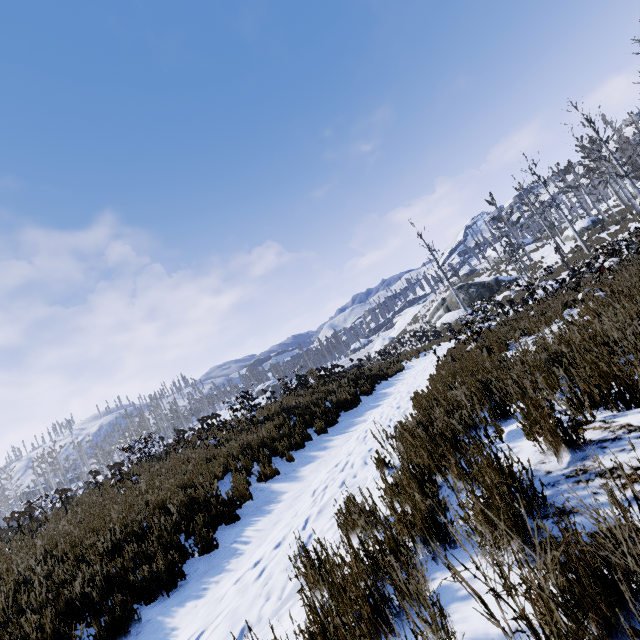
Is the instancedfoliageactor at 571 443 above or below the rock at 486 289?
below

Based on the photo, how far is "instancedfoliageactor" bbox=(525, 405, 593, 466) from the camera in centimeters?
220cm

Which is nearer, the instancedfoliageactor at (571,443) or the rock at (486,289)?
the instancedfoliageactor at (571,443)

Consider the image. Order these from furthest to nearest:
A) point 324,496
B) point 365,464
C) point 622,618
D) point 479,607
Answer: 1. point 365,464
2. point 324,496
3. point 479,607
4. point 622,618

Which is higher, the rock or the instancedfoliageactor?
the rock

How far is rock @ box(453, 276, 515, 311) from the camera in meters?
34.1

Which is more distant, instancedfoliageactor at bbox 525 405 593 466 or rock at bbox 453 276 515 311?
rock at bbox 453 276 515 311
